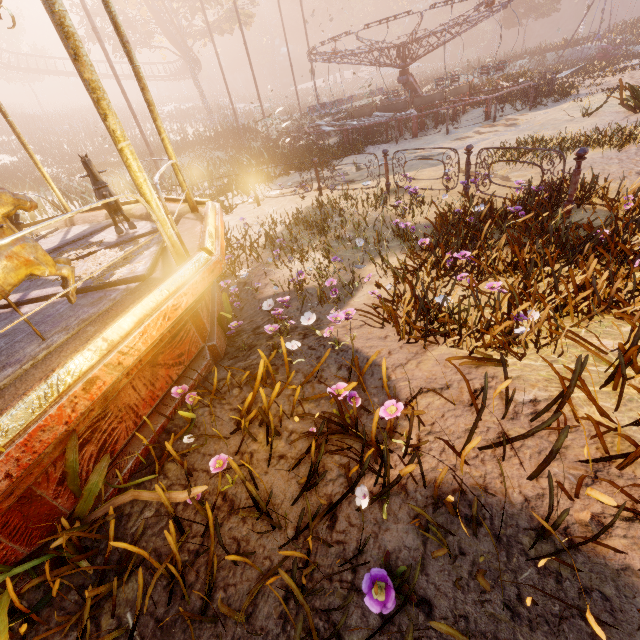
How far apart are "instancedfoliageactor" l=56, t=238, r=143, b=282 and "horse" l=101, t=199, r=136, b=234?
0.2m

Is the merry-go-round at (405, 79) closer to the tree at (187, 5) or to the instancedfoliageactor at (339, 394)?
the instancedfoliageactor at (339, 394)

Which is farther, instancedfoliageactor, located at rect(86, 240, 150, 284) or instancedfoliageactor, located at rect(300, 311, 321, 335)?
instancedfoliageactor, located at rect(300, 311, 321, 335)

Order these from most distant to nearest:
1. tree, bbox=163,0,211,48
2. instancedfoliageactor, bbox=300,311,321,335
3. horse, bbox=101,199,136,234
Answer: tree, bbox=163,0,211,48
horse, bbox=101,199,136,234
instancedfoliageactor, bbox=300,311,321,335

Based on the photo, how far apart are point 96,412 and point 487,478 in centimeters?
236cm

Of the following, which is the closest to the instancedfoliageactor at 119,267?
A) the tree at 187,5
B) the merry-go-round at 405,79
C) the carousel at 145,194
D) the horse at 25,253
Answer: the carousel at 145,194

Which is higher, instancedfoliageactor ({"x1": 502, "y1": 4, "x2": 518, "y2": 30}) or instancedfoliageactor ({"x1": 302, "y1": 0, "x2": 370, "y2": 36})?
instancedfoliageactor ({"x1": 302, "y1": 0, "x2": 370, "y2": 36})

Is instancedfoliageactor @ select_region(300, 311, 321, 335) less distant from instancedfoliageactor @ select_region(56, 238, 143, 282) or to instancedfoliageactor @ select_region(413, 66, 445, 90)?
instancedfoliageactor @ select_region(56, 238, 143, 282)
